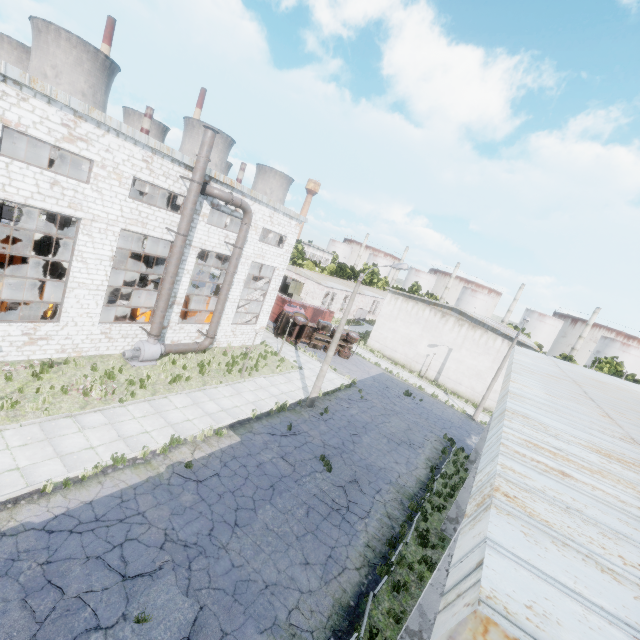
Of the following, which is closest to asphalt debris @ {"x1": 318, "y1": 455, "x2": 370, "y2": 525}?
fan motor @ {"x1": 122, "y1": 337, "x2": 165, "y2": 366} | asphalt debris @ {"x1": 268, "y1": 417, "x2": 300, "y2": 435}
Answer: asphalt debris @ {"x1": 268, "y1": 417, "x2": 300, "y2": 435}

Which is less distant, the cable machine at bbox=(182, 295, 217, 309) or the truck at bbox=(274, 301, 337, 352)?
the cable machine at bbox=(182, 295, 217, 309)

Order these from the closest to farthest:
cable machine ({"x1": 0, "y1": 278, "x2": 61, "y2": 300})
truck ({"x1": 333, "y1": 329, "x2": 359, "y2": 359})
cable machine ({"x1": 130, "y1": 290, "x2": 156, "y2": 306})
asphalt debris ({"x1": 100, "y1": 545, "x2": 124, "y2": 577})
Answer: asphalt debris ({"x1": 100, "y1": 545, "x2": 124, "y2": 577}) < cable machine ({"x1": 0, "y1": 278, "x2": 61, "y2": 300}) < cable machine ({"x1": 130, "y1": 290, "x2": 156, "y2": 306}) < truck ({"x1": 333, "y1": 329, "x2": 359, "y2": 359})

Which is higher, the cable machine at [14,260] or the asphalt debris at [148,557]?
the cable machine at [14,260]

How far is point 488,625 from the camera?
1.21m

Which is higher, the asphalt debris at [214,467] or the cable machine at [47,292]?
the cable machine at [47,292]

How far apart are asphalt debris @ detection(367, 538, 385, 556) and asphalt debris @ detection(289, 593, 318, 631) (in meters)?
1.94

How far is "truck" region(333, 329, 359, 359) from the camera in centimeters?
3225cm
